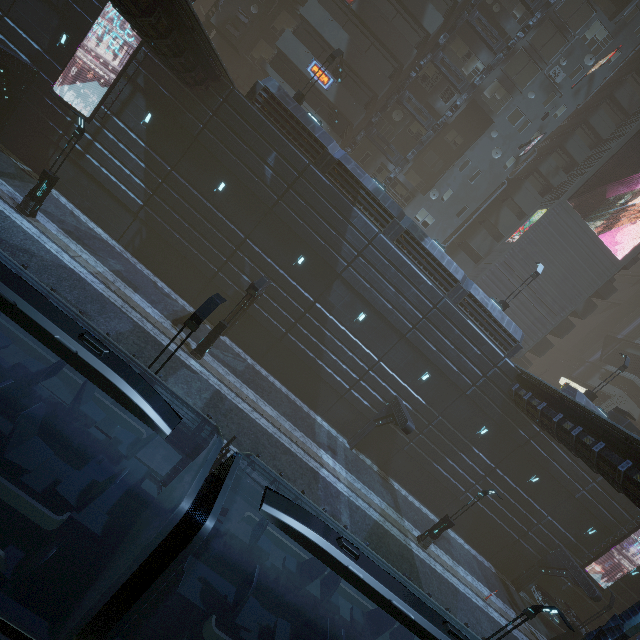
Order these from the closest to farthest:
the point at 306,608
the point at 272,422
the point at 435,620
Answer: the point at 435,620, the point at 306,608, the point at 272,422

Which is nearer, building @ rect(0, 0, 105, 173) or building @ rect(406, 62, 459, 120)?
building @ rect(0, 0, 105, 173)

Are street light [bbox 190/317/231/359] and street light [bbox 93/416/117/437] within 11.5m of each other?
yes

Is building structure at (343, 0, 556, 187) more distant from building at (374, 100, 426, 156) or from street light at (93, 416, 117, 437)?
street light at (93, 416, 117, 437)

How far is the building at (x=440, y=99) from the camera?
29.3 meters

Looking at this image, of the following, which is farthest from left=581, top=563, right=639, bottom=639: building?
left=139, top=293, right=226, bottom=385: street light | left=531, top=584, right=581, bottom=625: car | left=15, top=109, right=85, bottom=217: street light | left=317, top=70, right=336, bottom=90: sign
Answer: left=15, top=109, right=85, bottom=217: street light

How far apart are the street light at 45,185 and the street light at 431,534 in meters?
27.5 m

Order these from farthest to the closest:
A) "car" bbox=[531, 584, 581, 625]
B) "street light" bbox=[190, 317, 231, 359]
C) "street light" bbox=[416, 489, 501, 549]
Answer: "car" bbox=[531, 584, 581, 625], "street light" bbox=[416, 489, 501, 549], "street light" bbox=[190, 317, 231, 359]
